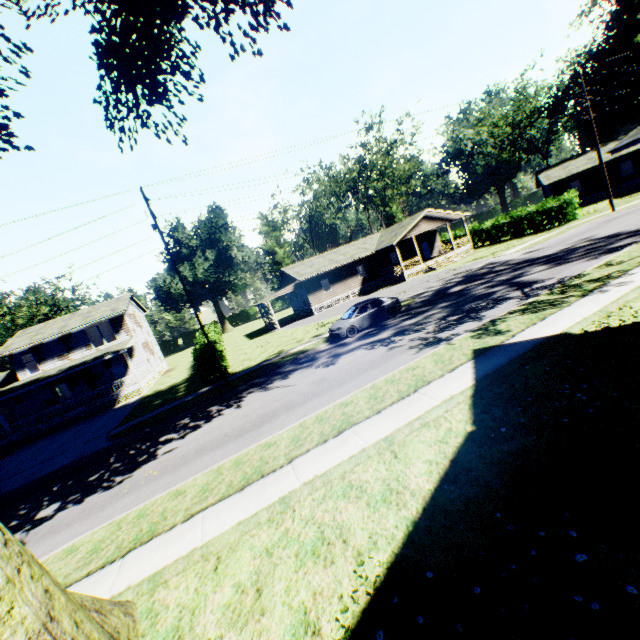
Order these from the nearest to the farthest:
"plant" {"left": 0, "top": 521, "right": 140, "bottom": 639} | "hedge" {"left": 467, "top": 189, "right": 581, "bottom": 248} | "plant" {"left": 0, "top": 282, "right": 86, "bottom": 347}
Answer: "plant" {"left": 0, "top": 521, "right": 140, "bottom": 639} < "hedge" {"left": 467, "top": 189, "right": 581, "bottom": 248} < "plant" {"left": 0, "top": 282, "right": 86, "bottom": 347}

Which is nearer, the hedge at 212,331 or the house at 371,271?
the hedge at 212,331

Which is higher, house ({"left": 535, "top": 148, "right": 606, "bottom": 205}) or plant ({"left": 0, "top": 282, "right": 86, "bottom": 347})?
plant ({"left": 0, "top": 282, "right": 86, "bottom": 347})

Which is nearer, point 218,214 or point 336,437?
point 336,437

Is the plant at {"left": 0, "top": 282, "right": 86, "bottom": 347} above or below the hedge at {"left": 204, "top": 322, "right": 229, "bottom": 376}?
above

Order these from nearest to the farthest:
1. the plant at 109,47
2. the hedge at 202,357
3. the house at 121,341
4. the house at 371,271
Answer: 1. the plant at 109,47
2. the hedge at 202,357
3. the house at 121,341
4. the house at 371,271

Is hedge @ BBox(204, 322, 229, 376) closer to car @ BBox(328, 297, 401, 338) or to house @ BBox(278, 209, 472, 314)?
car @ BBox(328, 297, 401, 338)

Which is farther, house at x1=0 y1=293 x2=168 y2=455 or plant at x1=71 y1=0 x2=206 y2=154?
house at x1=0 y1=293 x2=168 y2=455
